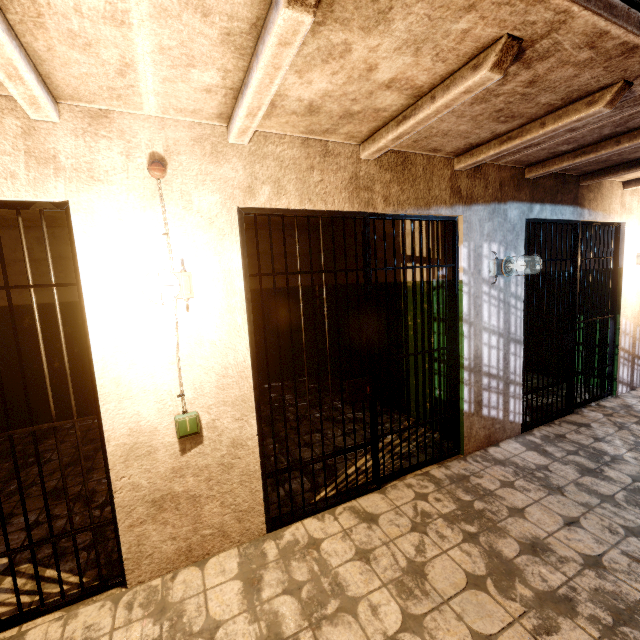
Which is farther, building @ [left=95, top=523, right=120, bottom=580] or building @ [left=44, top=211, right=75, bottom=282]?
building @ [left=44, top=211, right=75, bottom=282]

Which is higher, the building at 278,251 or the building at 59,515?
the building at 278,251

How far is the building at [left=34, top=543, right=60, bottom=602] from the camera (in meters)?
2.04

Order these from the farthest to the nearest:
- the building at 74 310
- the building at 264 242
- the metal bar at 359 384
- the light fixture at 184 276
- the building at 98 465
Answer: the building at 264 242, the building at 74 310, the building at 98 465, the metal bar at 359 384, the light fixture at 184 276

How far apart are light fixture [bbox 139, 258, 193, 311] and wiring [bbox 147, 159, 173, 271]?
0.53m

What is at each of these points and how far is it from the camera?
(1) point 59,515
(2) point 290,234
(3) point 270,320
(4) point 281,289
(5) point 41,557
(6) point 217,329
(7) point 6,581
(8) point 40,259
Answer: (1) building, 2.78m
(2) building, 6.04m
(3) building, 6.01m
(4) building, 6.05m
(5) building, 2.34m
(6) building, 2.14m
(7) building, 2.16m
(8) building, 4.52m

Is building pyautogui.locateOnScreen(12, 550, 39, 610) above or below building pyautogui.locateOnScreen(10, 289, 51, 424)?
below
